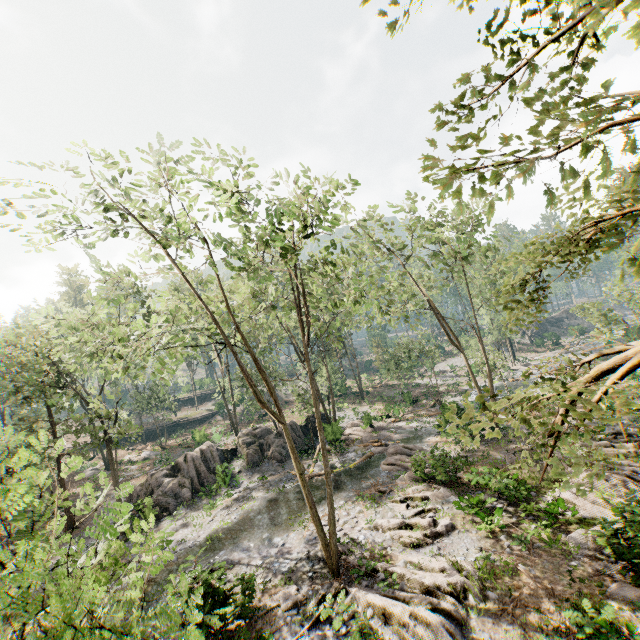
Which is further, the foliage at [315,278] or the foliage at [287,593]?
the foliage at [287,593]

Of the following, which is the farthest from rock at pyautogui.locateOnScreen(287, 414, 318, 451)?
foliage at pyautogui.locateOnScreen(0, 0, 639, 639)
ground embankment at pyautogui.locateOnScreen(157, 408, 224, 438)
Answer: ground embankment at pyautogui.locateOnScreen(157, 408, 224, 438)

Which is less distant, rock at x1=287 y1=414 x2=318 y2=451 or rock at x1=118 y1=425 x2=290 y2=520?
rock at x1=118 y1=425 x2=290 y2=520

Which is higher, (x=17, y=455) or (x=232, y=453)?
(x=17, y=455)

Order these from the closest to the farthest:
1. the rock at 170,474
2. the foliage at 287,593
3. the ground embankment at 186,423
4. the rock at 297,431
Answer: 1. the foliage at 287,593
2. the rock at 170,474
3. the rock at 297,431
4. the ground embankment at 186,423

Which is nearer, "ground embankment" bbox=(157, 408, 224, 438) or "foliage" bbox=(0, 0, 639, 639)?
"foliage" bbox=(0, 0, 639, 639)

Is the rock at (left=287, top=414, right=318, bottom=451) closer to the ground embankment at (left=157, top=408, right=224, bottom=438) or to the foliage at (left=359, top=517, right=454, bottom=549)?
the foliage at (left=359, top=517, right=454, bottom=549)
